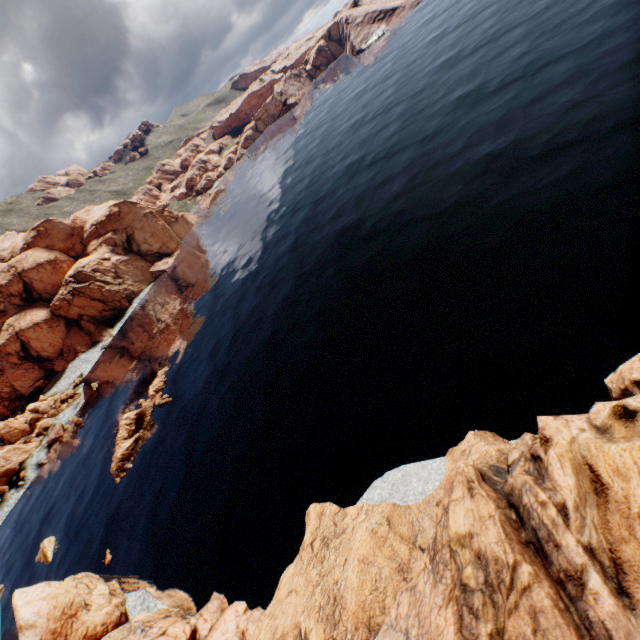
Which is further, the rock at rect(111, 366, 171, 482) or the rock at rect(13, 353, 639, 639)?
the rock at rect(111, 366, 171, 482)

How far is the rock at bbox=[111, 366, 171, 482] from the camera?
43.26m

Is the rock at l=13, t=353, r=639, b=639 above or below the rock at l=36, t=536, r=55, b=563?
above

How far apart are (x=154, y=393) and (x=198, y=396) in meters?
12.0 m

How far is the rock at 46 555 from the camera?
41.3m

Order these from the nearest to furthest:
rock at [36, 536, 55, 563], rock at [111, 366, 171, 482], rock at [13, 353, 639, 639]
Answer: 1. rock at [13, 353, 639, 639]
2. rock at [36, 536, 55, 563]
3. rock at [111, 366, 171, 482]

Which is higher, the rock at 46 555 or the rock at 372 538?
the rock at 372 538
